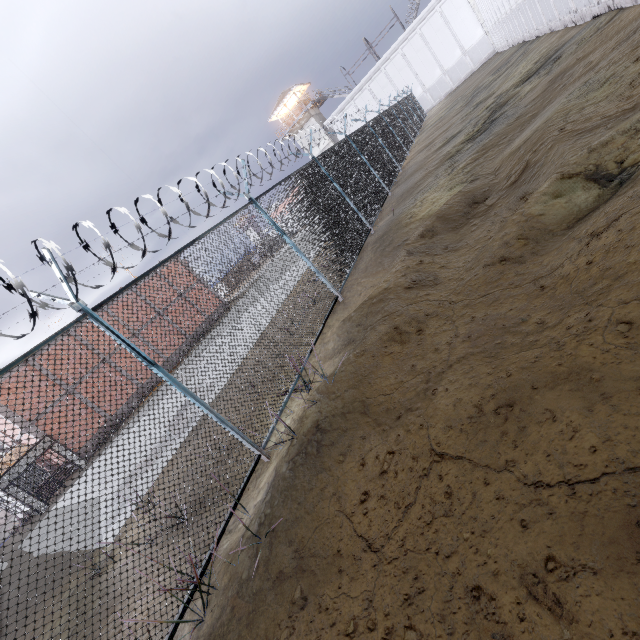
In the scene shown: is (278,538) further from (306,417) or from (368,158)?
(368,158)

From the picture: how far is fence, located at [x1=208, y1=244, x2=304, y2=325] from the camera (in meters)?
5.16

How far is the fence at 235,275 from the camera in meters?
5.2

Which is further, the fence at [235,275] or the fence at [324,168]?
the fence at [235,275]

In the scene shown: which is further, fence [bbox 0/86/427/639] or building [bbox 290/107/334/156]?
building [bbox 290/107/334/156]

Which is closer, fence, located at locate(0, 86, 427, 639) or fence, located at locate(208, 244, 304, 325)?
fence, located at locate(0, 86, 427, 639)

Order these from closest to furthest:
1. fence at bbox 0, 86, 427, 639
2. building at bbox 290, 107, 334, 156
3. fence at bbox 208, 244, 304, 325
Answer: fence at bbox 0, 86, 427, 639, fence at bbox 208, 244, 304, 325, building at bbox 290, 107, 334, 156

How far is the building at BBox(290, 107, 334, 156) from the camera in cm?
4456
